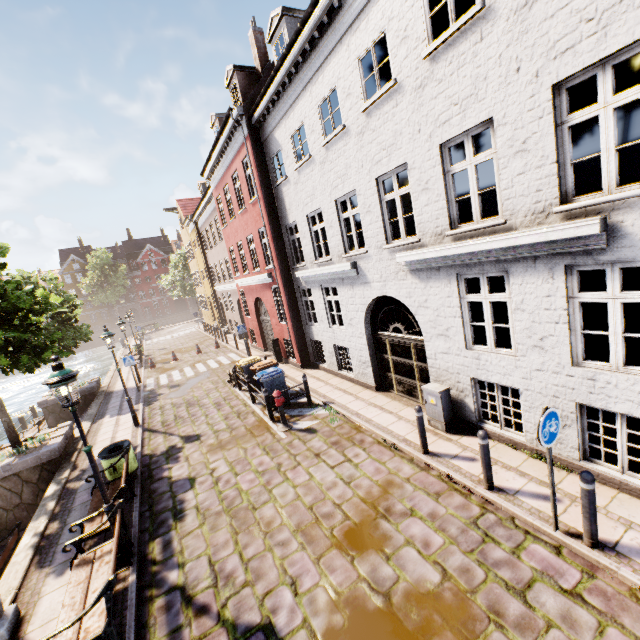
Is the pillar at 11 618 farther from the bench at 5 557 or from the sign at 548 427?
the sign at 548 427

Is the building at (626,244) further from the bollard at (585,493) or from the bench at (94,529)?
the bench at (94,529)

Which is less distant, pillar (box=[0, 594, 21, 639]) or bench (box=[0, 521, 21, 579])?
pillar (box=[0, 594, 21, 639])

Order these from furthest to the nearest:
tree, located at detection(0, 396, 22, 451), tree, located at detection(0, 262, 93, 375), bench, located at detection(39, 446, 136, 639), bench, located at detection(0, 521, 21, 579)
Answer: tree, located at detection(0, 396, 22, 451), tree, located at detection(0, 262, 93, 375), bench, located at detection(0, 521, 21, 579), bench, located at detection(39, 446, 136, 639)

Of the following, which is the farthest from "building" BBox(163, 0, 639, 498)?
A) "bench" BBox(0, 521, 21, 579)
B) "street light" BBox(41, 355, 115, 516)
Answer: "bench" BBox(0, 521, 21, 579)

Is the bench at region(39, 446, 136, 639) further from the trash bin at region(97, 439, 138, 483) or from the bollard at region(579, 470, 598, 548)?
the bollard at region(579, 470, 598, 548)

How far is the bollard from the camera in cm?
419

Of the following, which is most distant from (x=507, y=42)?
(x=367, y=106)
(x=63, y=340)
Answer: (x=63, y=340)
